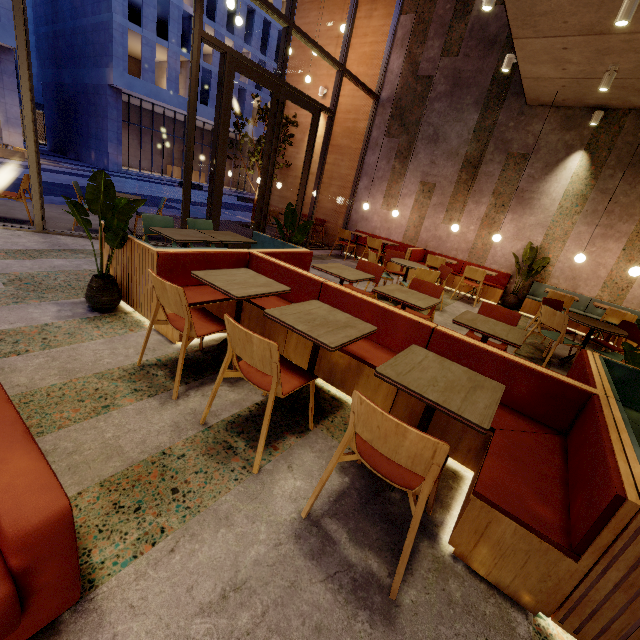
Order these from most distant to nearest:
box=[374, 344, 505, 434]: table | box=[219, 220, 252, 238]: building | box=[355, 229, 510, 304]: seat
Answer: box=[219, 220, 252, 238]: building < box=[355, 229, 510, 304]: seat < box=[374, 344, 505, 434]: table

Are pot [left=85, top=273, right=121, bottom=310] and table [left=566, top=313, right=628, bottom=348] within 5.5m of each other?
no

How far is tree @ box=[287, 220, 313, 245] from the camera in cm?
511

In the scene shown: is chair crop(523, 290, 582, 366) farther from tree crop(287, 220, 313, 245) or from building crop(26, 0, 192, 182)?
building crop(26, 0, 192, 182)

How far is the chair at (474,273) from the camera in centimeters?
730cm

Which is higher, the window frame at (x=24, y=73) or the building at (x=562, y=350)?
the window frame at (x=24, y=73)

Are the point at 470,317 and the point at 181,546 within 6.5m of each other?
yes

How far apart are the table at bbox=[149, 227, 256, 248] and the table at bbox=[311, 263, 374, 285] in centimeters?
113cm
